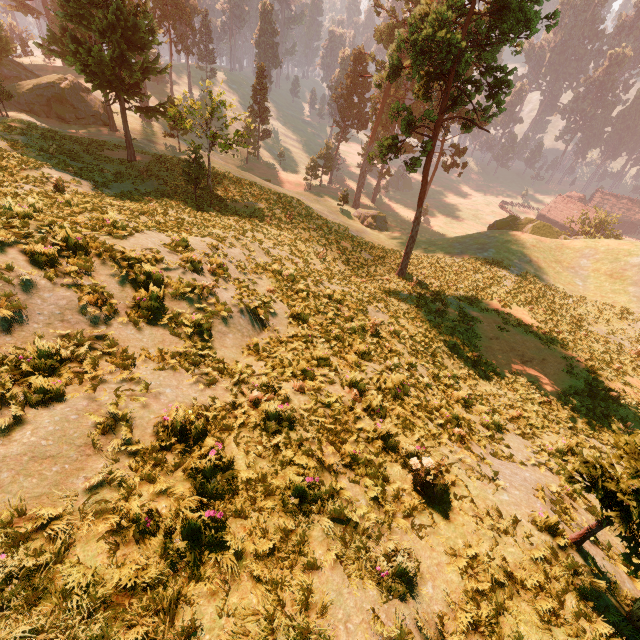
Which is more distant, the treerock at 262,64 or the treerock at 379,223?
the treerock at 262,64

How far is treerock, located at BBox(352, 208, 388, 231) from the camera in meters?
48.7

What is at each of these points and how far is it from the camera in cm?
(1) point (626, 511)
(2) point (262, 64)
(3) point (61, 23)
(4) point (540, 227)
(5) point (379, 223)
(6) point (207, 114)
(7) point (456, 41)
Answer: (1) treerock, 441
(2) treerock, 5766
(3) treerock, 5241
(4) rock, 4228
(5) treerock, 4888
(6) treerock, 2530
(7) treerock, 1606

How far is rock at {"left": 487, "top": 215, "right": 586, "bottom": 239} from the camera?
41.94m

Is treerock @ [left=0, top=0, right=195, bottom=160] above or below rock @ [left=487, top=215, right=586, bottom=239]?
above

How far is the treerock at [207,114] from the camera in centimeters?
2156cm
